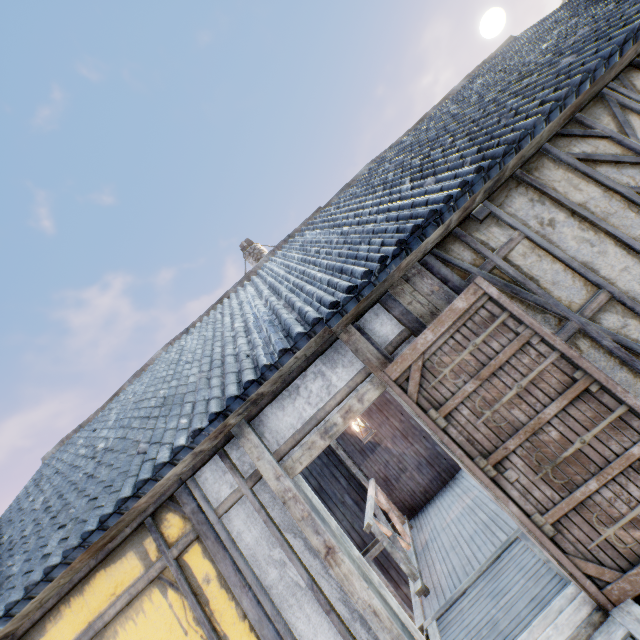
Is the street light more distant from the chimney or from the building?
the chimney

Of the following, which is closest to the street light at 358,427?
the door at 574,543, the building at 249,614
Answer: the building at 249,614

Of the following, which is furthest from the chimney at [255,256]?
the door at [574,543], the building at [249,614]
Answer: the door at [574,543]

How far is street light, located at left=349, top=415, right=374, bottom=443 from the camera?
5.4m

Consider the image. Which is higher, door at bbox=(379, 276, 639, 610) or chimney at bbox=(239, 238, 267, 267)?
chimney at bbox=(239, 238, 267, 267)

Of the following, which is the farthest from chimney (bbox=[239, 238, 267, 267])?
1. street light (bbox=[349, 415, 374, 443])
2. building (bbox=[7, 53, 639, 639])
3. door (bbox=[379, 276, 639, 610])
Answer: door (bbox=[379, 276, 639, 610])

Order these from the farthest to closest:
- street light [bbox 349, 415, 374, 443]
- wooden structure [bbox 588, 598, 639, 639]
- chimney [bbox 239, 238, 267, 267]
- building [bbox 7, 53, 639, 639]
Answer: chimney [bbox 239, 238, 267, 267], street light [bbox 349, 415, 374, 443], building [bbox 7, 53, 639, 639], wooden structure [bbox 588, 598, 639, 639]

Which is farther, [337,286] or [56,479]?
[56,479]
